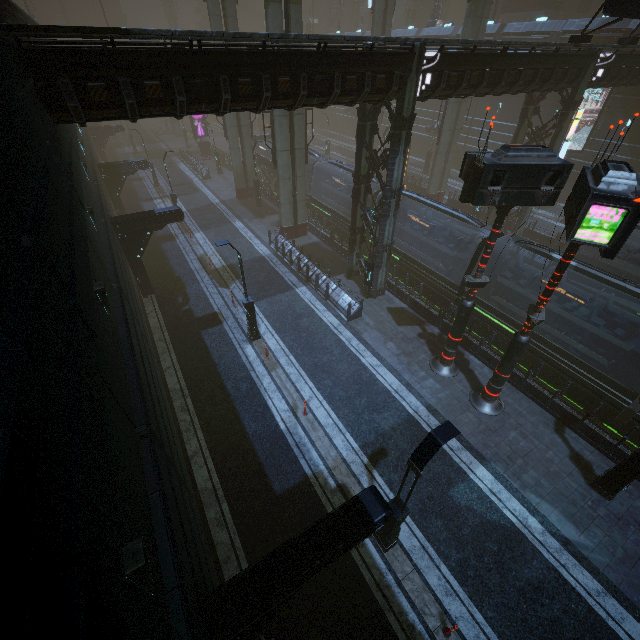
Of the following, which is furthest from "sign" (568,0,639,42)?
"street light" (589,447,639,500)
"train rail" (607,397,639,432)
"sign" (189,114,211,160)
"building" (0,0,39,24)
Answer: "sign" (189,114,211,160)

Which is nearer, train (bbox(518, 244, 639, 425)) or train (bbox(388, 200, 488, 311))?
train (bbox(518, 244, 639, 425))

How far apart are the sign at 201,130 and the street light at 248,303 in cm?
3736

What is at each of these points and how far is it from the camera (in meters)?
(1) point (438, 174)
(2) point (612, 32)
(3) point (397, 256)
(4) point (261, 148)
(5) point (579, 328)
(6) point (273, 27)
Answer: (1) sm, 30.05
(2) building, 26.28
(3) train, 20.77
(4) train, 34.06
(5) train, 15.23
(6) sm, 17.66

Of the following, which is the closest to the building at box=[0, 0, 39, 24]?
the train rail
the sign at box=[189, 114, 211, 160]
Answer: the train rail

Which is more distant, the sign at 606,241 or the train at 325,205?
the train at 325,205

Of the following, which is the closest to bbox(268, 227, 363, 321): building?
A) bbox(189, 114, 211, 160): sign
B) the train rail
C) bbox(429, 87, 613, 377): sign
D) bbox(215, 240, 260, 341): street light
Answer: the train rail

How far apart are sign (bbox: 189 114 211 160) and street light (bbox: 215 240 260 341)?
37.4m
